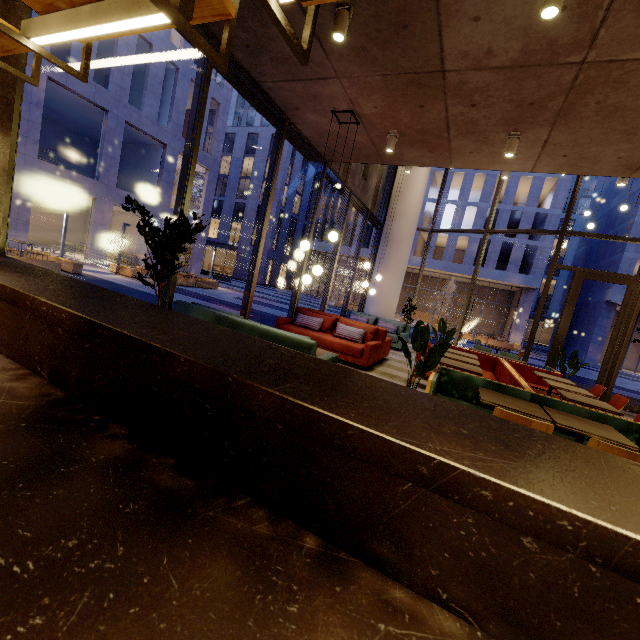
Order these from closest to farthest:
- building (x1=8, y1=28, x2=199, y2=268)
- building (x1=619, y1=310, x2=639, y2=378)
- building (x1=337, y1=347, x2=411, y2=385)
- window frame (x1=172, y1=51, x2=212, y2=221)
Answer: window frame (x1=172, y1=51, x2=212, y2=221)
building (x1=337, y1=347, x2=411, y2=385)
building (x1=8, y1=28, x2=199, y2=268)
building (x1=619, y1=310, x2=639, y2=378)

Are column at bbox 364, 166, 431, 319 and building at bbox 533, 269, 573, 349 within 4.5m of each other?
no

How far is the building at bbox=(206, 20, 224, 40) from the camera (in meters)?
4.19

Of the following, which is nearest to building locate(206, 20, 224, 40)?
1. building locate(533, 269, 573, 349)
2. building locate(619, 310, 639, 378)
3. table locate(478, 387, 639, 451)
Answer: table locate(478, 387, 639, 451)

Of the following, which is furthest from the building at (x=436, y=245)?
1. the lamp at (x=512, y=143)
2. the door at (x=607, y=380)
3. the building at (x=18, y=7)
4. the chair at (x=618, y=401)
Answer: the lamp at (x=512, y=143)

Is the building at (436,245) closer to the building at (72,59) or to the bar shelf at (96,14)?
the building at (72,59)

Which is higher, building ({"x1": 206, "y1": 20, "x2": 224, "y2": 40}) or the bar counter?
building ({"x1": 206, "y1": 20, "x2": 224, "y2": 40})

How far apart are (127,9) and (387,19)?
3.5 meters
